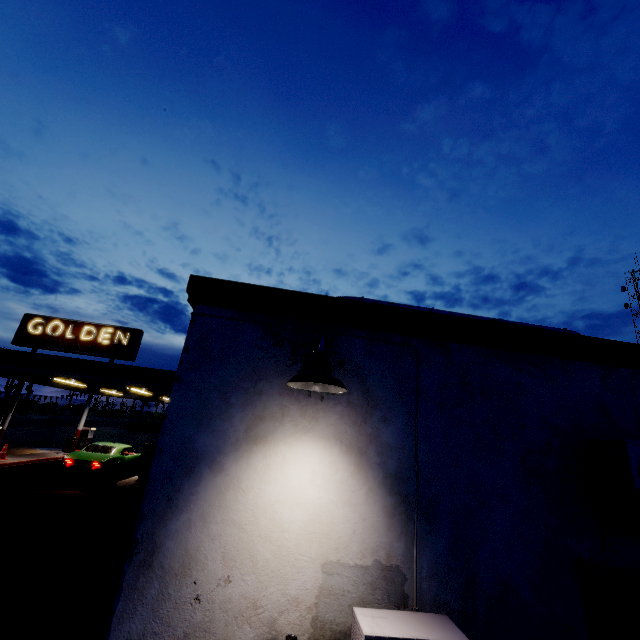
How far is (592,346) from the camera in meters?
3.3 m

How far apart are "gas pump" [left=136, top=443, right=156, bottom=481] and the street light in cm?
1479

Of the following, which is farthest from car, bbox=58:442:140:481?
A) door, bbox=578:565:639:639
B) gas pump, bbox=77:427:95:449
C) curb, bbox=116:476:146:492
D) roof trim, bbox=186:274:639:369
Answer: door, bbox=578:565:639:639

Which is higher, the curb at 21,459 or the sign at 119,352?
the sign at 119,352

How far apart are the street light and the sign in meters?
15.1

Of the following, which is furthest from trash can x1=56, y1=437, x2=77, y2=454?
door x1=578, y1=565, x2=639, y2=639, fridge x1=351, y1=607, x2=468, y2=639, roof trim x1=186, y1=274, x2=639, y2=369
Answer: door x1=578, y1=565, x2=639, y2=639

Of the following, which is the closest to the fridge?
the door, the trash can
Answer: the door

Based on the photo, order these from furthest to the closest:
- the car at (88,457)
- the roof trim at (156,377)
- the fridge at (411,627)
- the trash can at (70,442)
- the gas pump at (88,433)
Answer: the gas pump at (88,433), the trash can at (70,442), the car at (88,457), the roof trim at (156,377), the fridge at (411,627)
